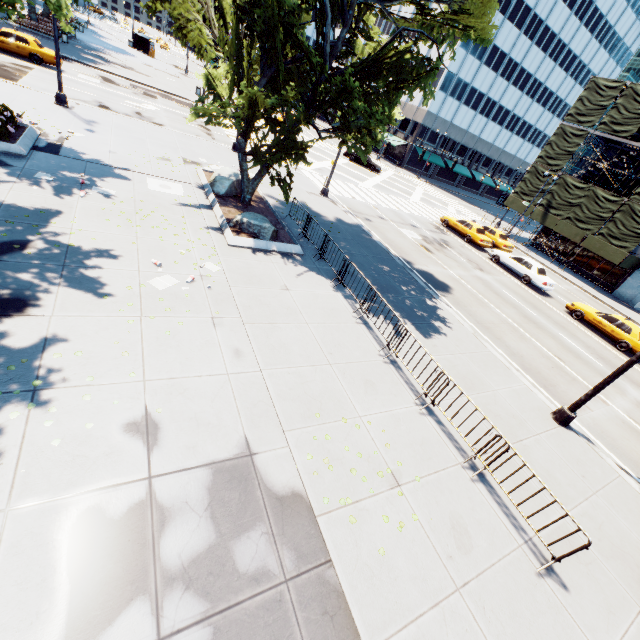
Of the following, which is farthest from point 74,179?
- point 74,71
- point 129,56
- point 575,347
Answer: point 129,56

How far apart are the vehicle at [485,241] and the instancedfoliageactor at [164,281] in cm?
2383

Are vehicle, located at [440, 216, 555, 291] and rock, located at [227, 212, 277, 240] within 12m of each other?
no

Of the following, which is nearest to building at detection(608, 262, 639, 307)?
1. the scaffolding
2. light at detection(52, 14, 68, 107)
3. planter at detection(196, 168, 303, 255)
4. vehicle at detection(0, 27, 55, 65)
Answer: the scaffolding

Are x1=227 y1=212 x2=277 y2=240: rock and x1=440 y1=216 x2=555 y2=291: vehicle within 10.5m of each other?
no

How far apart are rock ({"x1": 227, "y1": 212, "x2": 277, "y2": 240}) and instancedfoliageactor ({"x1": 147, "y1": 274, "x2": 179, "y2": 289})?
4.3m

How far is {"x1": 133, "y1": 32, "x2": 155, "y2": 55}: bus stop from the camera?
51.91m

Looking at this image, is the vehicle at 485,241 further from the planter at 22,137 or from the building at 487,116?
the building at 487,116
